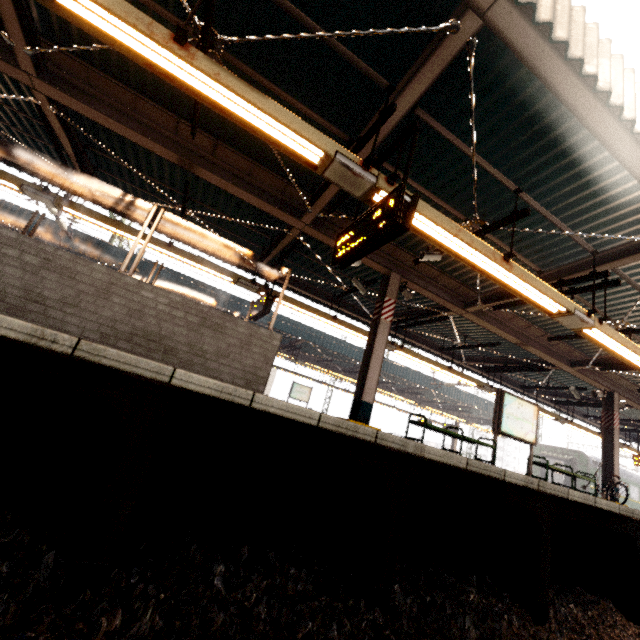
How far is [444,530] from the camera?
3.4 meters

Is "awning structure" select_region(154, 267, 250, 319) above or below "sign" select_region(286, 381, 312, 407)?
above

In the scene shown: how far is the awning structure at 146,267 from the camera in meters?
14.7 m

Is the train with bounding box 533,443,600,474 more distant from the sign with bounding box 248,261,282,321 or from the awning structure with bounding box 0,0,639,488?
the sign with bounding box 248,261,282,321

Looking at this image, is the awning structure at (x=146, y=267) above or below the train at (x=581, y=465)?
above

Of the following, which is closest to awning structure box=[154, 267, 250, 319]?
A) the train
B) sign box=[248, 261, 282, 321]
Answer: the train

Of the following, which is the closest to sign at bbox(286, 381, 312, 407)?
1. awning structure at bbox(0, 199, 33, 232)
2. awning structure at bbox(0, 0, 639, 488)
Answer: awning structure at bbox(0, 199, 33, 232)

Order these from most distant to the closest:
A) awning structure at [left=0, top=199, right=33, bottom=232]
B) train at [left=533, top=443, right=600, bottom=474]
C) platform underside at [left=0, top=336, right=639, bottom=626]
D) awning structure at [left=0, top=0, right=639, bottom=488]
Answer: train at [left=533, top=443, right=600, bottom=474] → awning structure at [left=0, top=199, right=33, bottom=232] → awning structure at [left=0, top=0, right=639, bottom=488] → platform underside at [left=0, top=336, right=639, bottom=626]
